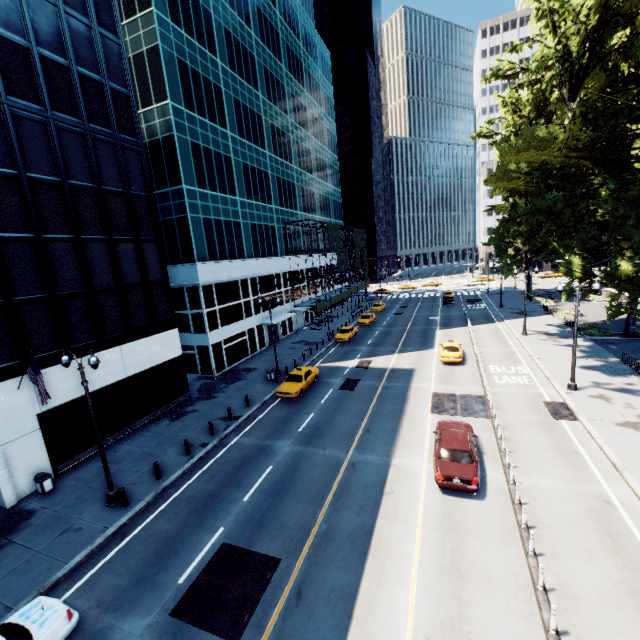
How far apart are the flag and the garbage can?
3.8 meters

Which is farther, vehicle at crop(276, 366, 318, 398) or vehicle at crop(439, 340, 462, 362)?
vehicle at crop(439, 340, 462, 362)

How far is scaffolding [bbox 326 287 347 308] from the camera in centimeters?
5049cm

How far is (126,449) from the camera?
19.69m

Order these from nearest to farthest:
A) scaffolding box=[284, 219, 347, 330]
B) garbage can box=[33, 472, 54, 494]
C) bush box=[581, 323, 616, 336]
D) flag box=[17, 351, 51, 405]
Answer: flag box=[17, 351, 51, 405] → garbage can box=[33, 472, 54, 494] → bush box=[581, 323, 616, 336] → scaffolding box=[284, 219, 347, 330]

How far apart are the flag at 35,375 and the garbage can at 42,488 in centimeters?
382cm

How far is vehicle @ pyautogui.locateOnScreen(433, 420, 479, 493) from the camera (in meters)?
13.43

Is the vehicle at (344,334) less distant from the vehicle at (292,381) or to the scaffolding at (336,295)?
the scaffolding at (336,295)
